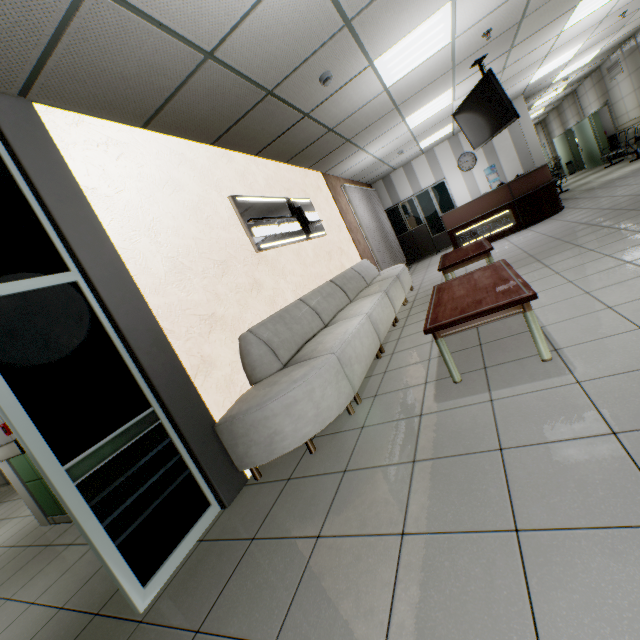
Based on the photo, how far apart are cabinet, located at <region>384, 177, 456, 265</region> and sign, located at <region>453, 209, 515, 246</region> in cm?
281

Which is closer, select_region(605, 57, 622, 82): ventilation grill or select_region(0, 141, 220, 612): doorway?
select_region(0, 141, 220, 612): doorway

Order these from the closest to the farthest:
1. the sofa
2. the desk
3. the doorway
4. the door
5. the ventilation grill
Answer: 1. the doorway
2. the sofa
3. the desk
4. the ventilation grill
5. the door

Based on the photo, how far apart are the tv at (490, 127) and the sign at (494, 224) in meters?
2.0

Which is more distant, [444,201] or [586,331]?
[444,201]

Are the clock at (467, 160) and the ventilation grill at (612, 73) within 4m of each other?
no

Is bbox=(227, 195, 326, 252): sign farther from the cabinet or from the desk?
the cabinet

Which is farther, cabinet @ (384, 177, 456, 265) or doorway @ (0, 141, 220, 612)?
cabinet @ (384, 177, 456, 265)
